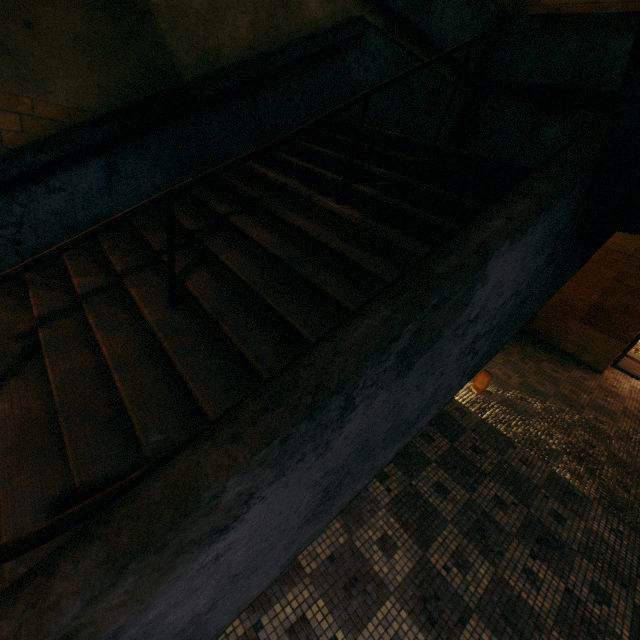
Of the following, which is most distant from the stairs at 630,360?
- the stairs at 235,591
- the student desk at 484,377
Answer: the student desk at 484,377

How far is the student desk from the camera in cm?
399

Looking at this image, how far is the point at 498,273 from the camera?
1.2 meters

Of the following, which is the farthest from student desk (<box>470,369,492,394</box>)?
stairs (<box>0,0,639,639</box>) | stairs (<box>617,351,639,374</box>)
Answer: stairs (<box>617,351,639,374</box>)

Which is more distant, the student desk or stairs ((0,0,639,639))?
the student desk

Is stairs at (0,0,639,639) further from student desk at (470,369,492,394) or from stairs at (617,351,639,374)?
stairs at (617,351,639,374)

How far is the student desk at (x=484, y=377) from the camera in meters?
4.0 m
